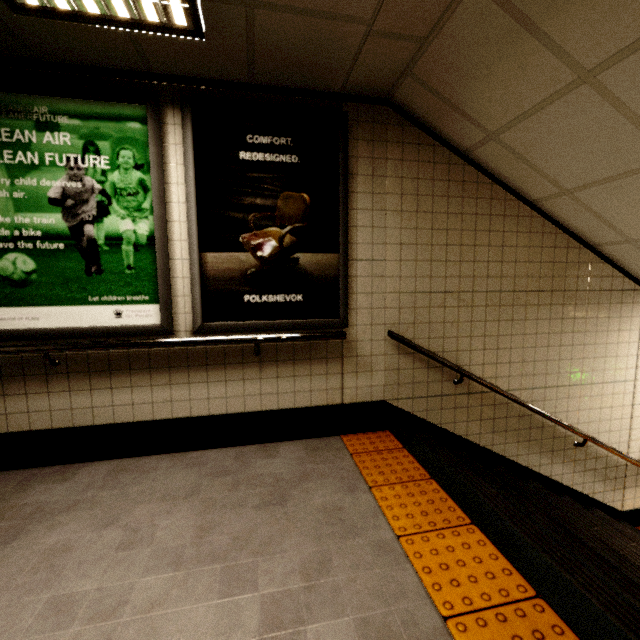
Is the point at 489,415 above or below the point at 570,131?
below

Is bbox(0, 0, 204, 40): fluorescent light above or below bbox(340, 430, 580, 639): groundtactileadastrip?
above

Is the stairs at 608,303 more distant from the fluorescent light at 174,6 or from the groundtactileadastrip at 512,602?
the fluorescent light at 174,6

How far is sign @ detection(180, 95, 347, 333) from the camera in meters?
2.5

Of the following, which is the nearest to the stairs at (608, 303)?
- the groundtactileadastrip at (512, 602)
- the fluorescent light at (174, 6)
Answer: the groundtactileadastrip at (512, 602)

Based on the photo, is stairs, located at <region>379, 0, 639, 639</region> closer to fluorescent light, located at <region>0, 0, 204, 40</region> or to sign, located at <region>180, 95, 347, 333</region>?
sign, located at <region>180, 95, 347, 333</region>

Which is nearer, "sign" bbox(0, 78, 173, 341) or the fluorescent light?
the fluorescent light

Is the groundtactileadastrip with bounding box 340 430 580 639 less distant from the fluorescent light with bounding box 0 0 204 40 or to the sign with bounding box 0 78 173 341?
the sign with bounding box 0 78 173 341
